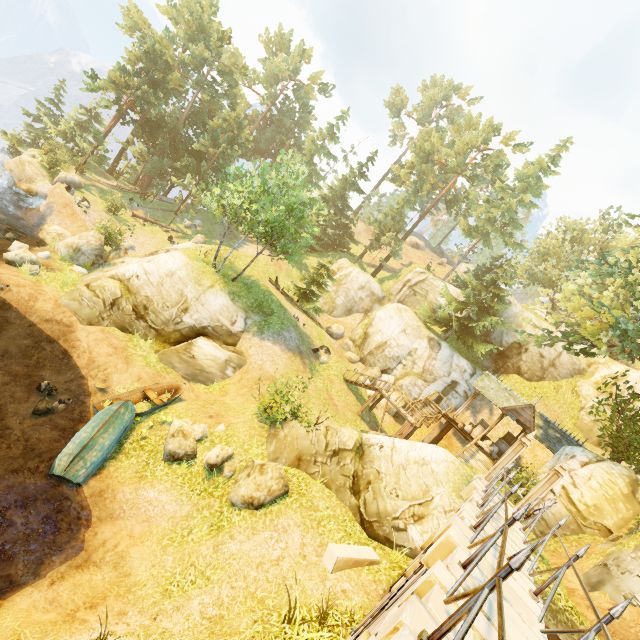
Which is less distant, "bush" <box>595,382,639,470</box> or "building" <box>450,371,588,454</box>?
"bush" <box>595,382,639,470</box>

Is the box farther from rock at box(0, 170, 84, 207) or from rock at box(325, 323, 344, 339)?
rock at box(0, 170, 84, 207)

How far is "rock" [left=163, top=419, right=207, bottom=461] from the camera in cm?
1233

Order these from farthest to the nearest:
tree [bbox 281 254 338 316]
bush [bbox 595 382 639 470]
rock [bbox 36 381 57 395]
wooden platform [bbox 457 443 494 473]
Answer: tree [bbox 281 254 338 316]
wooden platform [bbox 457 443 494 473]
bush [bbox 595 382 639 470]
rock [bbox 36 381 57 395]

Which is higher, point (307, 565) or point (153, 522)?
point (307, 565)

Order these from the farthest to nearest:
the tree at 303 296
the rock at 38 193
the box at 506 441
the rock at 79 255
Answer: the tree at 303 296
the rock at 38 193
the box at 506 441
the rock at 79 255

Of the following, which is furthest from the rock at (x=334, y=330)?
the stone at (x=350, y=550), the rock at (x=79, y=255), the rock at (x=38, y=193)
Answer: the rock at (x=38, y=193)

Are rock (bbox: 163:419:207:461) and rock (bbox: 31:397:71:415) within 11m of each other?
yes
